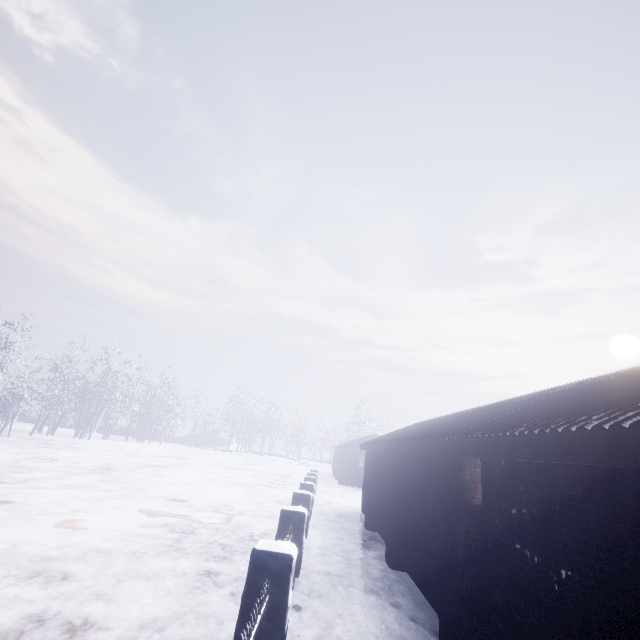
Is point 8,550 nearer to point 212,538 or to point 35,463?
point 212,538
